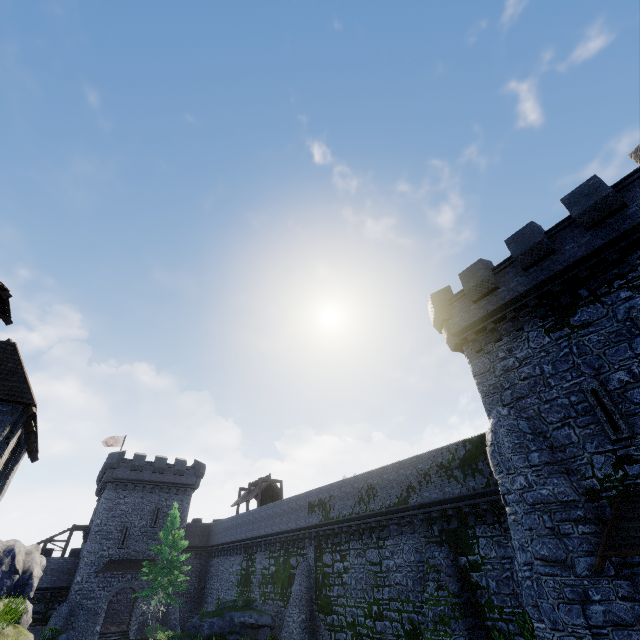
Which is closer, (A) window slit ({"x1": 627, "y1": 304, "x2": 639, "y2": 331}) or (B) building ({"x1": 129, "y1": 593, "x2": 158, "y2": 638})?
(A) window slit ({"x1": 627, "y1": 304, "x2": 639, "y2": 331})

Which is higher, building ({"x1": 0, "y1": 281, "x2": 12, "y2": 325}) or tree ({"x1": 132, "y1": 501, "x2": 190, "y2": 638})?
building ({"x1": 0, "y1": 281, "x2": 12, "y2": 325})

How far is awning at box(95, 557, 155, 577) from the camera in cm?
3356

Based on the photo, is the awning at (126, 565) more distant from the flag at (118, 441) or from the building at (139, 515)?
the flag at (118, 441)

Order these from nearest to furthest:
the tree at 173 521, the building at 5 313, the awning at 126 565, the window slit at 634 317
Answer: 1. the window slit at 634 317
2. the building at 5 313
3. the tree at 173 521
4. the awning at 126 565

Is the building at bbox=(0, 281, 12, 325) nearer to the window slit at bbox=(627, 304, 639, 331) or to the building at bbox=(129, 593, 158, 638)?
the window slit at bbox=(627, 304, 639, 331)

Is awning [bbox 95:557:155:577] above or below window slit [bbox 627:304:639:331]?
below

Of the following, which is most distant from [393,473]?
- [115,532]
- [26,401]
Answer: [115,532]
